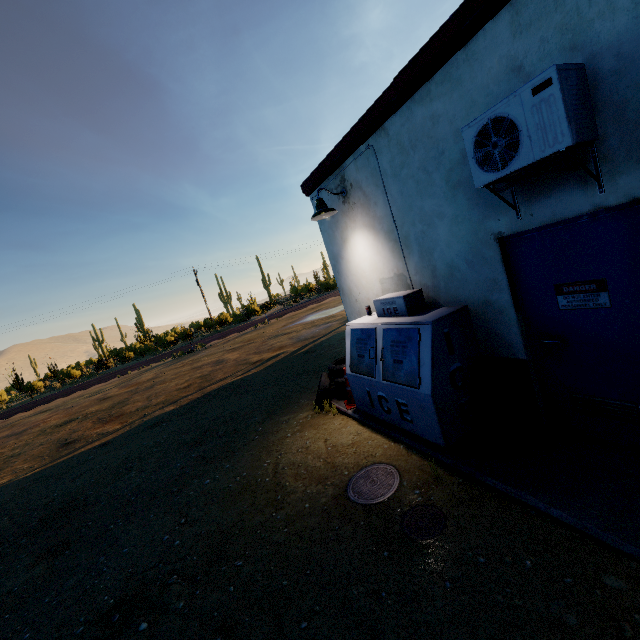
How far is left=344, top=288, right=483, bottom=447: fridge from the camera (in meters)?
3.72

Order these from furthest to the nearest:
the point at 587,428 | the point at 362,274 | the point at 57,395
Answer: the point at 57,395 < the point at 362,274 < the point at 587,428

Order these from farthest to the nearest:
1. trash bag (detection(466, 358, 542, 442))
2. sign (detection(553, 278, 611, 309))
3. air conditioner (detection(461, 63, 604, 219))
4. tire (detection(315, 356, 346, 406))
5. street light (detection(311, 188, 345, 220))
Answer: tire (detection(315, 356, 346, 406))
street light (detection(311, 188, 345, 220))
trash bag (detection(466, 358, 542, 442))
sign (detection(553, 278, 611, 309))
air conditioner (detection(461, 63, 604, 219))

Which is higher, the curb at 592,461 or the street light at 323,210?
the street light at 323,210

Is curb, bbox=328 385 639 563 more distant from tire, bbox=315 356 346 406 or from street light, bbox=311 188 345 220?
street light, bbox=311 188 345 220

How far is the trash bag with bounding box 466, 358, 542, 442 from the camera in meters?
3.4 m

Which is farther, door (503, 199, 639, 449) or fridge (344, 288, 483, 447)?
fridge (344, 288, 483, 447)

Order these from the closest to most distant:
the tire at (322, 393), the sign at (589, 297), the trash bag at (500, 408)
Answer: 1. the sign at (589, 297)
2. the trash bag at (500, 408)
3. the tire at (322, 393)
